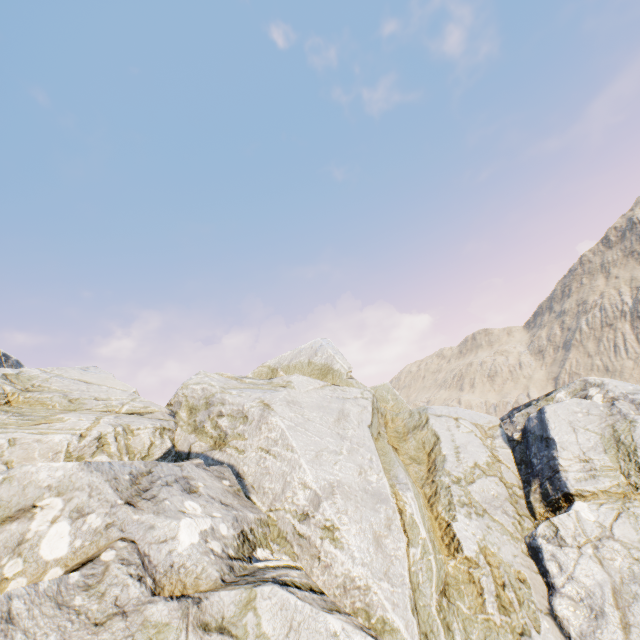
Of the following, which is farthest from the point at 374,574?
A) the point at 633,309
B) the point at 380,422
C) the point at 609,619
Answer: the point at 633,309
